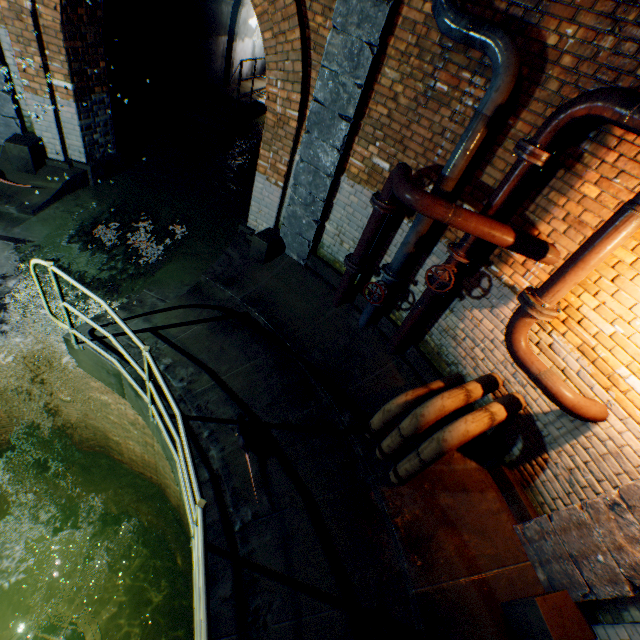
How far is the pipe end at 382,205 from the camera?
4.12m

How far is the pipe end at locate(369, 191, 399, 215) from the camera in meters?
4.1

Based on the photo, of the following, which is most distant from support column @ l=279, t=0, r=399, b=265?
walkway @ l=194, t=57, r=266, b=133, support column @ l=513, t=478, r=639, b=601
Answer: support column @ l=513, t=478, r=639, b=601

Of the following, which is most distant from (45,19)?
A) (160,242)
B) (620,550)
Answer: (620,550)

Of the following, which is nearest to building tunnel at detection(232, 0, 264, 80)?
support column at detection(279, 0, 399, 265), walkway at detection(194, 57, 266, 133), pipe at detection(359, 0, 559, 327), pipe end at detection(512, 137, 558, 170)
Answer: walkway at detection(194, 57, 266, 133)

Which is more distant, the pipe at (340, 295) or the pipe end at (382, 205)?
the pipe at (340, 295)

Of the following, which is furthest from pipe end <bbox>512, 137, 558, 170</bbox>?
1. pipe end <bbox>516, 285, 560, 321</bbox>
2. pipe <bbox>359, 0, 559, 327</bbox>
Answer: pipe end <bbox>516, 285, 560, 321</bbox>

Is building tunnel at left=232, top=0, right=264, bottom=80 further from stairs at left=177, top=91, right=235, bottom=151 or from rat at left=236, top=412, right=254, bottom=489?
rat at left=236, top=412, right=254, bottom=489
